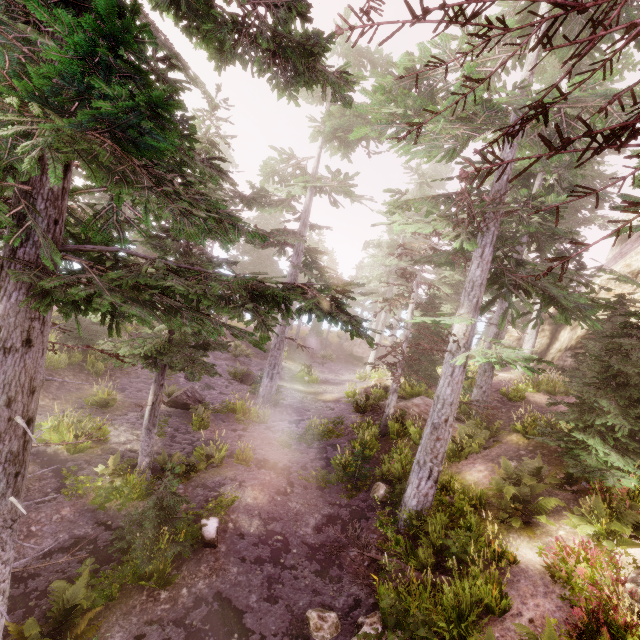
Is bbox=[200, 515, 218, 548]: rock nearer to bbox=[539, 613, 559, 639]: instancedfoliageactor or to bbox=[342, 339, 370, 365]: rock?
bbox=[539, 613, 559, 639]: instancedfoliageactor

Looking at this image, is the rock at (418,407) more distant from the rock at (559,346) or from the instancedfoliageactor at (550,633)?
the rock at (559,346)

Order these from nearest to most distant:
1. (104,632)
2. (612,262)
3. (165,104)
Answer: (165,104), (104,632), (612,262)

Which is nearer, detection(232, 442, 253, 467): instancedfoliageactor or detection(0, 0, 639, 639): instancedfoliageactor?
detection(0, 0, 639, 639): instancedfoliageactor

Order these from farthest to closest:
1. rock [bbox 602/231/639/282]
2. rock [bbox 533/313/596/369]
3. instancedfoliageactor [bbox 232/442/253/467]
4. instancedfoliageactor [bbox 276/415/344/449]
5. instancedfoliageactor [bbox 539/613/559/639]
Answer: rock [bbox 533/313/596/369], rock [bbox 602/231/639/282], instancedfoliageactor [bbox 276/415/344/449], instancedfoliageactor [bbox 232/442/253/467], instancedfoliageactor [bbox 539/613/559/639]

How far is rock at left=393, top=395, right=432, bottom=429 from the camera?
15.76m

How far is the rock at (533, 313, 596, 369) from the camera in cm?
1898

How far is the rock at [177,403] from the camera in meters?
16.0 m
